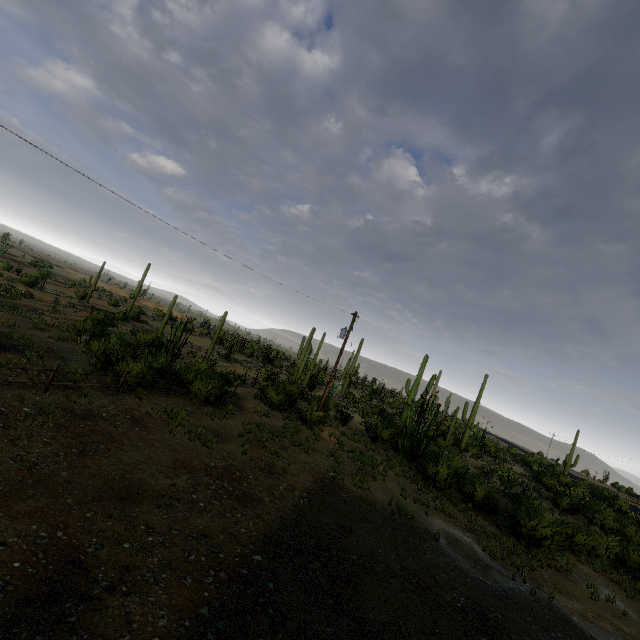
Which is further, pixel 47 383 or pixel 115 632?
pixel 47 383
